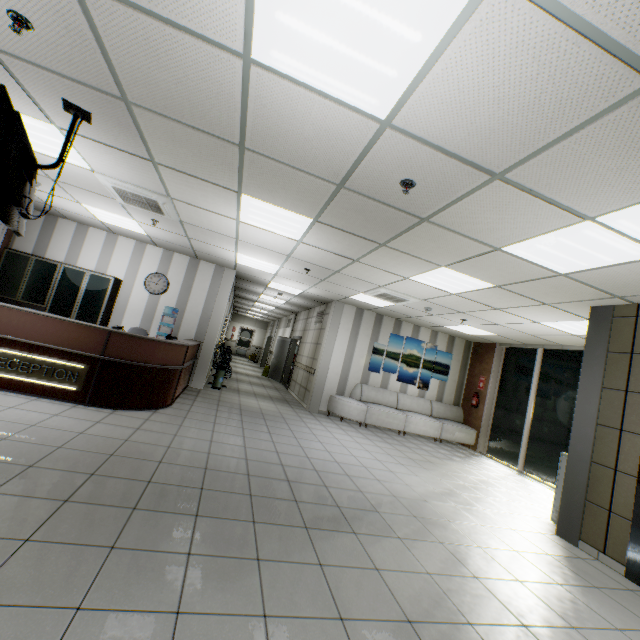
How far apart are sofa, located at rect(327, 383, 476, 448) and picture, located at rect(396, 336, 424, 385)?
0.27m

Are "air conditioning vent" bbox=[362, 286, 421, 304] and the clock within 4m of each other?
no

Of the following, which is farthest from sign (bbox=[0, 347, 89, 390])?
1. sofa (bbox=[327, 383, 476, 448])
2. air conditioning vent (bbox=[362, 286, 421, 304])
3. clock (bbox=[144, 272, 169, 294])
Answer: sofa (bbox=[327, 383, 476, 448])

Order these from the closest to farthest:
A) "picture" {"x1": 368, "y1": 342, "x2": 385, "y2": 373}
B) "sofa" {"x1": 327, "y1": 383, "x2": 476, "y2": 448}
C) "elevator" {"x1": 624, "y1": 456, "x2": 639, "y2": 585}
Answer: "elevator" {"x1": 624, "y1": 456, "x2": 639, "y2": 585} → "sofa" {"x1": 327, "y1": 383, "x2": 476, "y2": 448} → "picture" {"x1": 368, "y1": 342, "x2": 385, "y2": 373}

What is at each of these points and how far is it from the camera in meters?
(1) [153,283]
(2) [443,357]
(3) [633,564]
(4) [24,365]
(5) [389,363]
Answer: (1) clock, 8.2 m
(2) picture, 10.4 m
(3) elevator, 3.6 m
(4) sign, 4.6 m
(5) picture, 9.9 m

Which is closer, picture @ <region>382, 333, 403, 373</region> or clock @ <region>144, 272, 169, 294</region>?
clock @ <region>144, 272, 169, 294</region>

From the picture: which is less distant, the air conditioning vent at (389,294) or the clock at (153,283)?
the air conditioning vent at (389,294)

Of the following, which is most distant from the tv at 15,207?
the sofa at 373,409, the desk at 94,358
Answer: the sofa at 373,409
